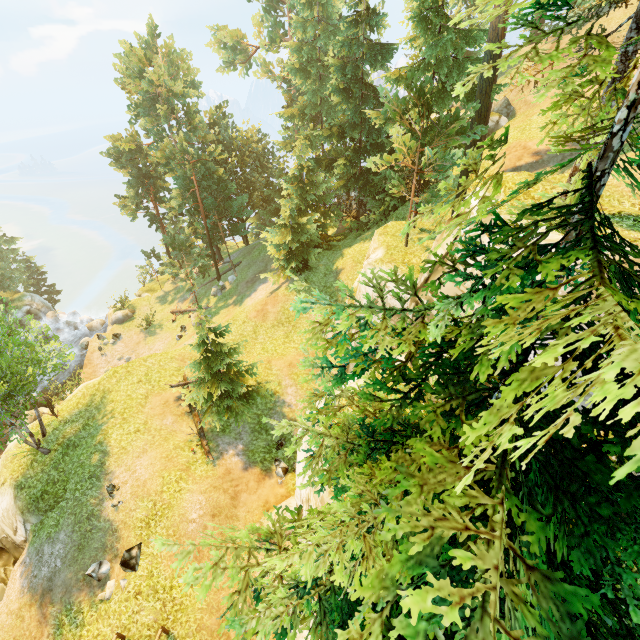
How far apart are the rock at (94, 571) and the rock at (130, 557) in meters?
0.5

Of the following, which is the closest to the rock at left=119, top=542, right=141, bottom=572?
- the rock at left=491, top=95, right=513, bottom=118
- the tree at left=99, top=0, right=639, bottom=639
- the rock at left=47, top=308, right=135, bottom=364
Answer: the tree at left=99, top=0, right=639, bottom=639

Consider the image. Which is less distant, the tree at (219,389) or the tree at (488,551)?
the tree at (488,551)

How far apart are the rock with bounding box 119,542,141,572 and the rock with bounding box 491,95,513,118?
39.5m

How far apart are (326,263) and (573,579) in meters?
24.5

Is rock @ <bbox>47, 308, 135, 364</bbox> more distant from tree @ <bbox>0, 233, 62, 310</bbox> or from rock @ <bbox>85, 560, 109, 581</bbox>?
rock @ <bbox>85, 560, 109, 581</bbox>

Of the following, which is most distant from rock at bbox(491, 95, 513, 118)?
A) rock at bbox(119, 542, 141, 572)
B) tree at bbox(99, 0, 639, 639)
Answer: rock at bbox(119, 542, 141, 572)

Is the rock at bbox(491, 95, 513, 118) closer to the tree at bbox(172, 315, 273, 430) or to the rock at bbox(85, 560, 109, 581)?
the tree at bbox(172, 315, 273, 430)
